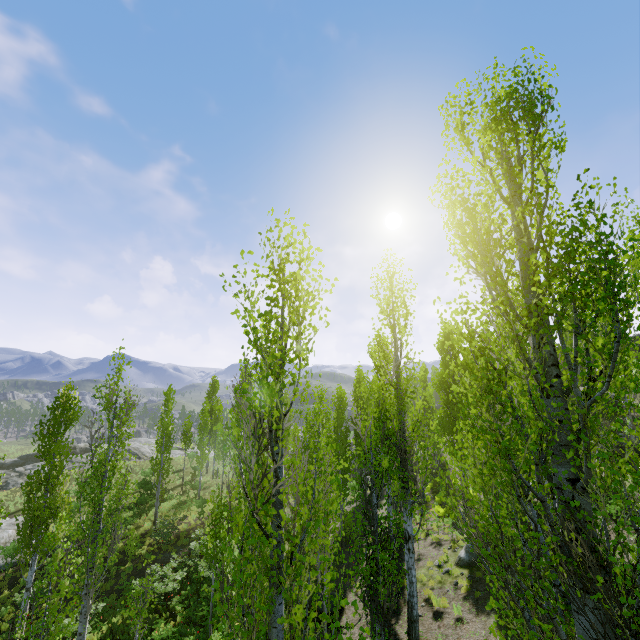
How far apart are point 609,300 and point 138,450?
53.24m

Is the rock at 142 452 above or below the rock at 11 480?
above

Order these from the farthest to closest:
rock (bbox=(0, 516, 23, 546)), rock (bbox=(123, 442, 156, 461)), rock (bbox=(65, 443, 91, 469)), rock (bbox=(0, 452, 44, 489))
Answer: rock (bbox=(123, 442, 156, 461)), rock (bbox=(65, 443, 91, 469)), rock (bbox=(0, 452, 44, 489)), rock (bbox=(0, 516, 23, 546))

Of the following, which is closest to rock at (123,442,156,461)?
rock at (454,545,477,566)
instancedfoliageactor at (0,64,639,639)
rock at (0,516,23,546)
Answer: instancedfoliageactor at (0,64,639,639)

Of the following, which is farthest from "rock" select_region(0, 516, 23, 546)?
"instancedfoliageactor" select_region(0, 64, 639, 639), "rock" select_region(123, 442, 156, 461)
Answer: "rock" select_region(123, 442, 156, 461)

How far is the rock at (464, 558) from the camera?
13.5m

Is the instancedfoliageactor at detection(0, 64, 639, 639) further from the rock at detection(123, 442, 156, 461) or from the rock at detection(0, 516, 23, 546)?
the rock at detection(0, 516, 23, 546)

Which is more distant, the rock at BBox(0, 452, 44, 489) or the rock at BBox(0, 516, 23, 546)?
the rock at BBox(0, 452, 44, 489)
